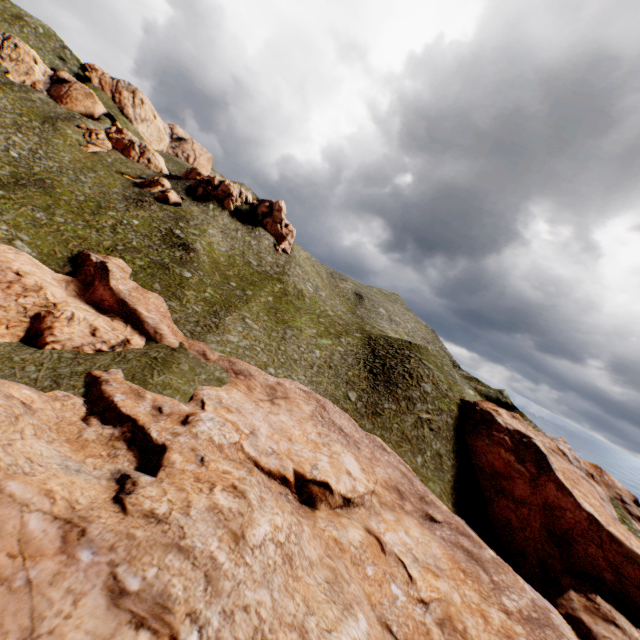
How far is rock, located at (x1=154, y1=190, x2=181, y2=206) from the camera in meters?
56.5

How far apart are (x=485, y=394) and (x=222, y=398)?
50.0 meters

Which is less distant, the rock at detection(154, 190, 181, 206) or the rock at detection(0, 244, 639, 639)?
the rock at detection(0, 244, 639, 639)

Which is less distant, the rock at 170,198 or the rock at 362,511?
the rock at 362,511

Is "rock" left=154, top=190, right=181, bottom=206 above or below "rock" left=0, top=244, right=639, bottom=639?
above

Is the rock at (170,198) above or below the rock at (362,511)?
above
